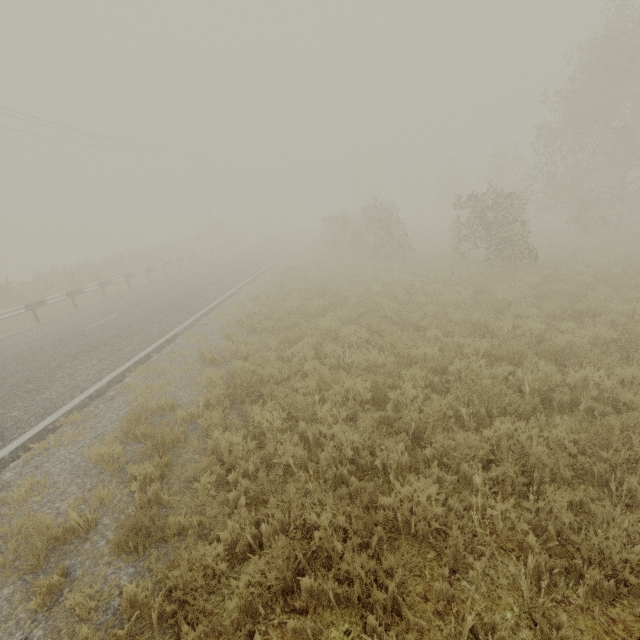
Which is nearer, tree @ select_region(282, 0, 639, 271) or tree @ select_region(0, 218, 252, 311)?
tree @ select_region(282, 0, 639, 271)

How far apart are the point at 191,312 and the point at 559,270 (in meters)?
13.96

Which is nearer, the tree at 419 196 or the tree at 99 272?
the tree at 419 196
